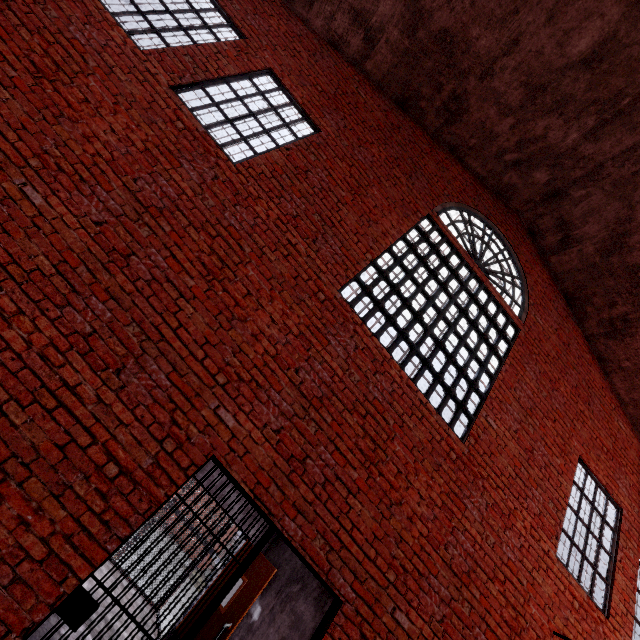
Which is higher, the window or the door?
the window

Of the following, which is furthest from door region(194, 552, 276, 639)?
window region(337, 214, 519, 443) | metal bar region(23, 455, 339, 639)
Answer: window region(337, 214, 519, 443)

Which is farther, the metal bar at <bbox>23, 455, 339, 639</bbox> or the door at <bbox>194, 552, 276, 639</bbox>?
the door at <bbox>194, 552, 276, 639</bbox>

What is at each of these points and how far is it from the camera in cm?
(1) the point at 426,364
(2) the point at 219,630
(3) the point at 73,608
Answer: (1) window, 497
(2) door, 473
(3) metal bar, 258

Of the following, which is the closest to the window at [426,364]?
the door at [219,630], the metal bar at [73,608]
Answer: the metal bar at [73,608]

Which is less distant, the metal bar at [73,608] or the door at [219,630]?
the metal bar at [73,608]

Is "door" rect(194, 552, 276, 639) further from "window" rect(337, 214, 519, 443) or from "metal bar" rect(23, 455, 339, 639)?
"window" rect(337, 214, 519, 443)
